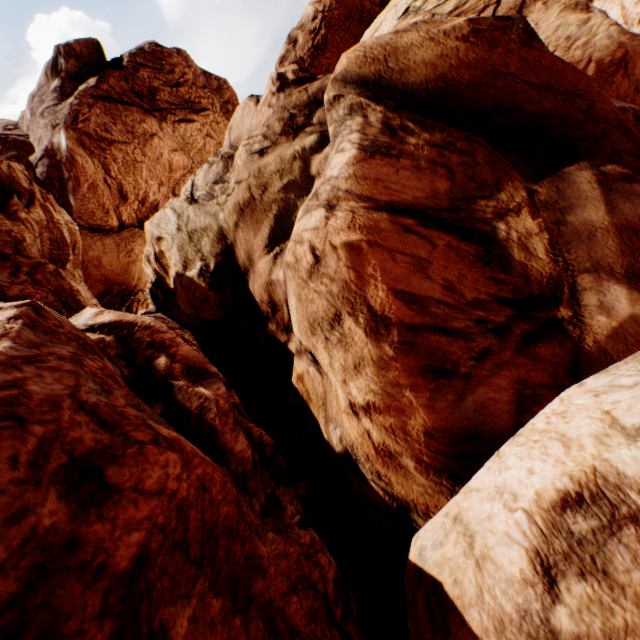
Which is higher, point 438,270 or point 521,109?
point 521,109
